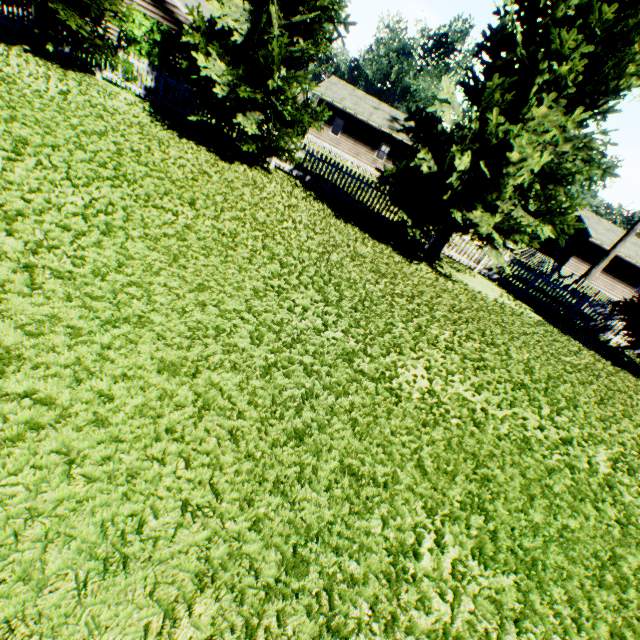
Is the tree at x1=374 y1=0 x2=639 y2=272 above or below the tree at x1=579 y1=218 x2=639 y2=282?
above

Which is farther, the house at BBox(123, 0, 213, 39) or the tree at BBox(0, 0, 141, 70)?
the house at BBox(123, 0, 213, 39)

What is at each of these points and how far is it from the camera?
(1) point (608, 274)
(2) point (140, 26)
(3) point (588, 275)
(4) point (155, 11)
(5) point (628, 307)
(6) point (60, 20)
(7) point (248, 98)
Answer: (1) house, 31.03m
(2) hedge, 11.42m
(3) tree, 23.66m
(4) house, 16.94m
(5) tree, 11.59m
(6) tree, 10.77m
(7) tree, 9.48m

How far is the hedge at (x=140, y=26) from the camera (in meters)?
11.48

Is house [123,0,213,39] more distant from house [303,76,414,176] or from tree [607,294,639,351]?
tree [607,294,639,351]

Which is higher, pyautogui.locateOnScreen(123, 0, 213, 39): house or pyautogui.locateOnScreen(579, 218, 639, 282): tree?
pyautogui.locateOnScreen(123, 0, 213, 39): house

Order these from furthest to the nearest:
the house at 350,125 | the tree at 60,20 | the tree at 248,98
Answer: the house at 350,125
the tree at 60,20
the tree at 248,98

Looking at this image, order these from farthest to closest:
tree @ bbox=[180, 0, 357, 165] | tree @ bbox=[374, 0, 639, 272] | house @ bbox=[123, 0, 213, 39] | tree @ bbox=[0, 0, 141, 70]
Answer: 1. house @ bbox=[123, 0, 213, 39]
2. tree @ bbox=[0, 0, 141, 70]
3. tree @ bbox=[180, 0, 357, 165]
4. tree @ bbox=[374, 0, 639, 272]
